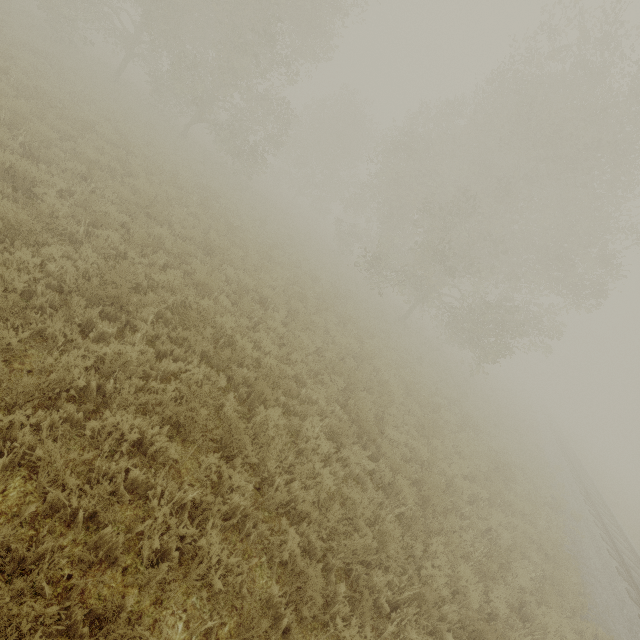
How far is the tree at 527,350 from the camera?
19.9m

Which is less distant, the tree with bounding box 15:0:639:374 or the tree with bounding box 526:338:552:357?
the tree with bounding box 15:0:639:374

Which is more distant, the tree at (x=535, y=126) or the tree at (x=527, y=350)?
the tree at (x=527, y=350)

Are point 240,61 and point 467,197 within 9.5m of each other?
no

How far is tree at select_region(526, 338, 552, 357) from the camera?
19.9m
